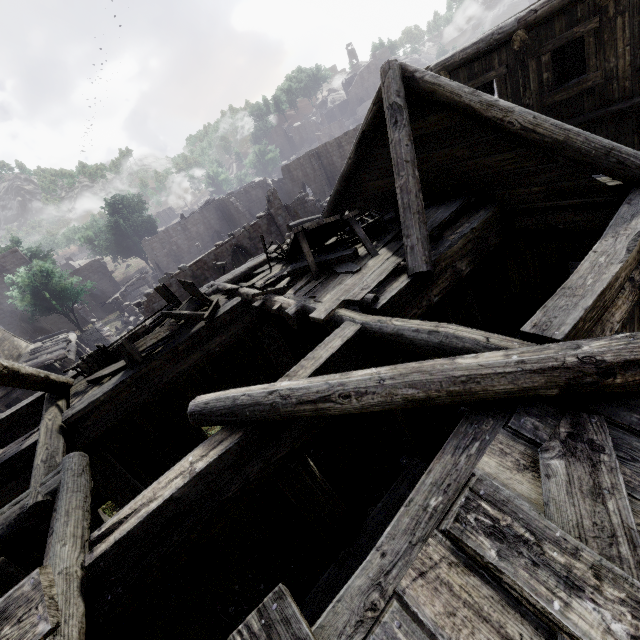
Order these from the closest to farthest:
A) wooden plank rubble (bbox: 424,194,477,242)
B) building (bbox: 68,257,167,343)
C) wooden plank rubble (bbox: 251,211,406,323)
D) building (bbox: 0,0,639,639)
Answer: building (bbox: 0,0,639,639)
wooden plank rubble (bbox: 251,211,406,323)
wooden plank rubble (bbox: 424,194,477,242)
building (bbox: 68,257,167,343)

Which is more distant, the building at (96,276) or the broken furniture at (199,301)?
the building at (96,276)

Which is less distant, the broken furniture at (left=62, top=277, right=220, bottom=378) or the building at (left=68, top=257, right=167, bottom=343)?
the broken furniture at (left=62, top=277, right=220, bottom=378)

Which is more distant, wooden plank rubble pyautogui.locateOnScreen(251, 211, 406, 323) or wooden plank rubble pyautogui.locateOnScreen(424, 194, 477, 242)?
wooden plank rubble pyautogui.locateOnScreen(424, 194, 477, 242)

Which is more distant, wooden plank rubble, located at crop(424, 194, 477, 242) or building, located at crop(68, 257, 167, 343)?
building, located at crop(68, 257, 167, 343)

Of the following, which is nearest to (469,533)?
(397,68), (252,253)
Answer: (397,68)

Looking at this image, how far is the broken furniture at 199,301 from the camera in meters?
6.8
